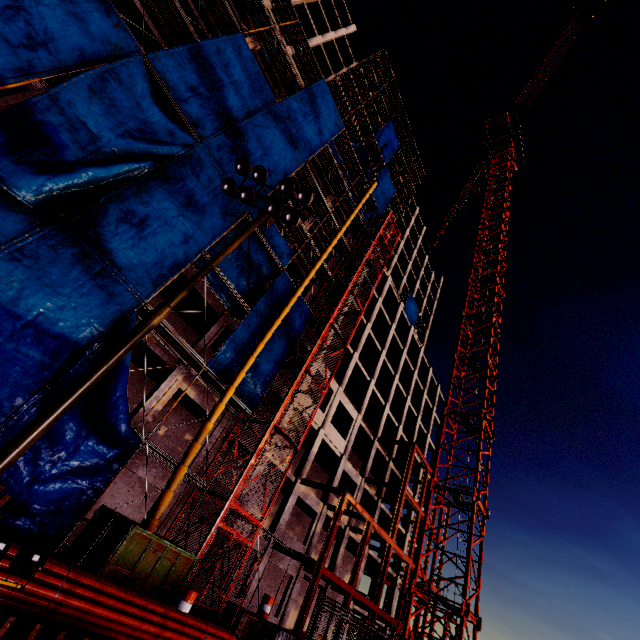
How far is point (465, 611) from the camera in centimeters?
1418cm

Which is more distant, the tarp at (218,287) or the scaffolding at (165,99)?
the tarp at (218,287)

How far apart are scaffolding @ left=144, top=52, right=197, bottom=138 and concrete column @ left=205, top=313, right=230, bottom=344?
8.4m

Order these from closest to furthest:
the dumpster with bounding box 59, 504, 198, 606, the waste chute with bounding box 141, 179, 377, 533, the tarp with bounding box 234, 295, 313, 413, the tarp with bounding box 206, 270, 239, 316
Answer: the dumpster with bounding box 59, 504, 198, 606, the waste chute with bounding box 141, 179, 377, 533, the tarp with bounding box 206, 270, 239, 316, the tarp with bounding box 234, 295, 313, 413

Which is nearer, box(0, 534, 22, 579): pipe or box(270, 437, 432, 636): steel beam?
box(0, 534, 22, 579): pipe

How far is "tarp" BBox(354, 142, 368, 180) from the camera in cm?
3831

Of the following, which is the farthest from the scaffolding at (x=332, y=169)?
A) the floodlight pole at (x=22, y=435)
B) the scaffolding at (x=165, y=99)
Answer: the floodlight pole at (x=22, y=435)

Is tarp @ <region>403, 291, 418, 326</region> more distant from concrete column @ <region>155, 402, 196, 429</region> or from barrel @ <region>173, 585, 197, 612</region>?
barrel @ <region>173, 585, 197, 612</region>
